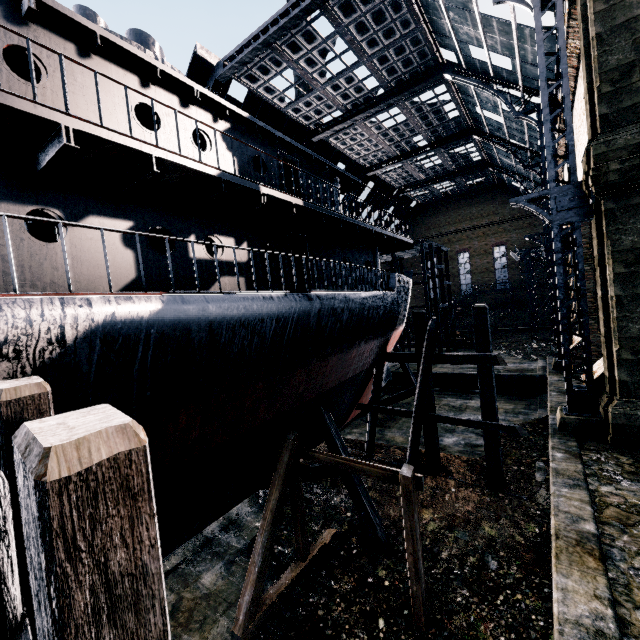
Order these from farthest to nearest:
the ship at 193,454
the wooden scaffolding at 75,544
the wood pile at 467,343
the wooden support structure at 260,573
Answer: the wood pile at 467,343, the wooden support structure at 260,573, the ship at 193,454, the wooden scaffolding at 75,544

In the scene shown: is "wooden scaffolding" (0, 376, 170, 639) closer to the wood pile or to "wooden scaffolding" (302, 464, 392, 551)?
"wooden scaffolding" (302, 464, 392, 551)

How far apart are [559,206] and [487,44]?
15.6 meters

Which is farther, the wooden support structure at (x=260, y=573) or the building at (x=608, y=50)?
the building at (x=608, y=50)

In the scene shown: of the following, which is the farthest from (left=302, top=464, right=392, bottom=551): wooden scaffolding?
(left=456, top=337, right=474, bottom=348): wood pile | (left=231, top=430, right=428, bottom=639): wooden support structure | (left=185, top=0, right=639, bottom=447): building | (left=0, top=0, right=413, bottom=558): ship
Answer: (left=185, top=0, right=639, bottom=447): building

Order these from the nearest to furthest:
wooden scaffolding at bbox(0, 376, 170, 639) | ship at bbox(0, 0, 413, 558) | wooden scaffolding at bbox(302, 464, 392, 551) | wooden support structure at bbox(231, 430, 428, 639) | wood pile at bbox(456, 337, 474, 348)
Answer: wooden scaffolding at bbox(0, 376, 170, 639), ship at bbox(0, 0, 413, 558), wooden support structure at bbox(231, 430, 428, 639), wooden scaffolding at bbox(302, 464, 392, 551), wood pile at bbox(456, 337, 474, 348)

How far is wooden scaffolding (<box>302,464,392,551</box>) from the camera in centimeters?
1094cm

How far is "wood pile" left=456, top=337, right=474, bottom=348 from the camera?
36.2 meters
